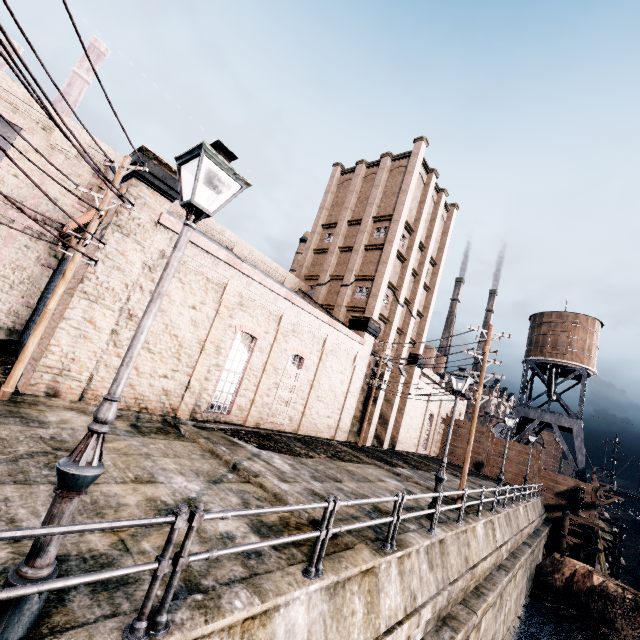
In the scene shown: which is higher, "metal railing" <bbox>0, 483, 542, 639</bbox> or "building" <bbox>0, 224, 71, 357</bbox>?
"building" <bbox>0, 224, 71, 357</bbox>

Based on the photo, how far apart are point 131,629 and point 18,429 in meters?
7.4 m

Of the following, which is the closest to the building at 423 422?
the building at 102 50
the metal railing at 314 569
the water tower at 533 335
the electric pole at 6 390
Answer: the electric pole at 6 390

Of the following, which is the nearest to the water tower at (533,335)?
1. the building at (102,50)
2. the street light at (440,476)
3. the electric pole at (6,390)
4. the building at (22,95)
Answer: the building at (22,95)

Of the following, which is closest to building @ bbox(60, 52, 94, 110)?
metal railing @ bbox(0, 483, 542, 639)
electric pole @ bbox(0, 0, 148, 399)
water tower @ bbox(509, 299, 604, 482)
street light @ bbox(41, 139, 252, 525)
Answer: electric pole @ bbox(0, 0, 148, 399)

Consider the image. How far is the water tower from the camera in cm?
3756

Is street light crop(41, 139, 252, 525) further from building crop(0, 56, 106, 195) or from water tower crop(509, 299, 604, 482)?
water tower crop(509, 299, 604, 482)

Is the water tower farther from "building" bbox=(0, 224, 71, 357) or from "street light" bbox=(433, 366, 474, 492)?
"street light" bbox=(433, 366, 474, 492)
